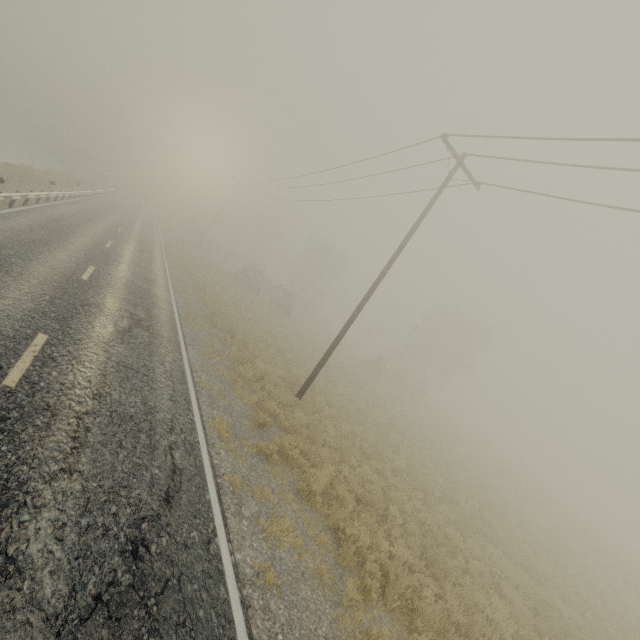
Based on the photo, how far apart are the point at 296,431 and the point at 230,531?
4.5m
